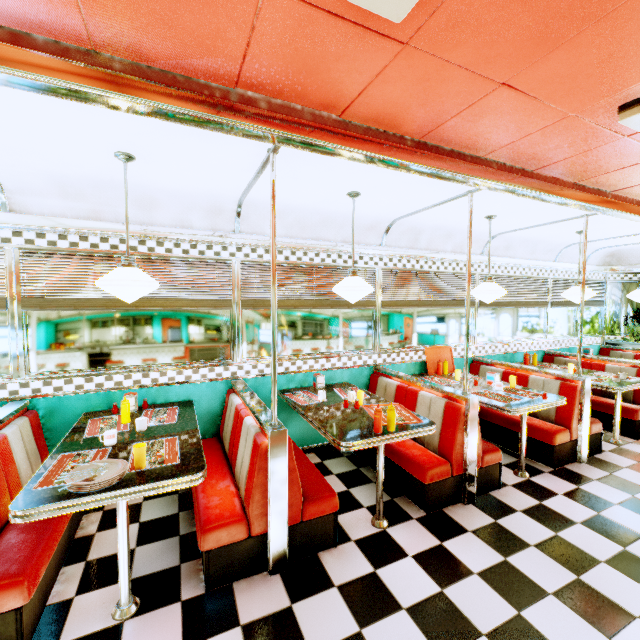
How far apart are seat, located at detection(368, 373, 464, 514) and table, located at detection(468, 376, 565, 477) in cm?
56

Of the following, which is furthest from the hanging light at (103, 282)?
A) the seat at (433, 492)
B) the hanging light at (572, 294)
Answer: the hanging light at (572, 294)

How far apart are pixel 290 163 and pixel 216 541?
2.8m

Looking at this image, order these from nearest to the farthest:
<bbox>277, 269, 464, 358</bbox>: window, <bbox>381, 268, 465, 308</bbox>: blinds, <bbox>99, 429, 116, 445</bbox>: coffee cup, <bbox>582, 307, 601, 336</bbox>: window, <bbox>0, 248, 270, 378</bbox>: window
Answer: <bbox>99, 429, 116, 445</bbox>: coffee cup
<bbox>0, 248, 270, 378</bbox>: window
<bbox>277, 269, 464, 358</bbox>: window
<bbox>381, 268, 465, 308</bbox>: blinds
<bbox>582, 307, 601, 336</bbox>: window

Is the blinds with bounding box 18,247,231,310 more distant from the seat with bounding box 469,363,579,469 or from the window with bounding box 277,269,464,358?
the seat with bounding box 469,363,579,469

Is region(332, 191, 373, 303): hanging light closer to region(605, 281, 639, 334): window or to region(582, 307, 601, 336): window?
region(582, 307, 601, 336): window

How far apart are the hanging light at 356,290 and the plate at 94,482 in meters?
2.2

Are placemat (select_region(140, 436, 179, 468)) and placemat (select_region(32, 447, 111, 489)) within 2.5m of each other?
yes
